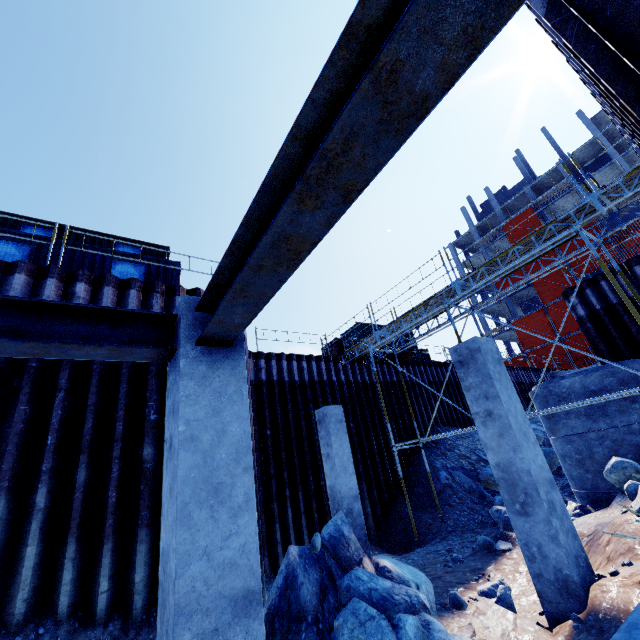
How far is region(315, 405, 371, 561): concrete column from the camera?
8.3m

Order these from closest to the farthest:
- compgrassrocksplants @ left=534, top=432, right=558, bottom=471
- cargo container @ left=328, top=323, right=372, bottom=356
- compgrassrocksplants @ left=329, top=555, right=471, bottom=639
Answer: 1. compgrassrocksplants @ left=329, top=555, right=471, bottom=639
2. compgrassrocksplants @ left=534, top=432, right=558, bottom=471
3. cargo container @ left=328, top=323, right=372, bottom=356

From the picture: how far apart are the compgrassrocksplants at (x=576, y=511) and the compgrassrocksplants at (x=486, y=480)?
3.68m

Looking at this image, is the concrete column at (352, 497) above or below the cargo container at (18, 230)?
below

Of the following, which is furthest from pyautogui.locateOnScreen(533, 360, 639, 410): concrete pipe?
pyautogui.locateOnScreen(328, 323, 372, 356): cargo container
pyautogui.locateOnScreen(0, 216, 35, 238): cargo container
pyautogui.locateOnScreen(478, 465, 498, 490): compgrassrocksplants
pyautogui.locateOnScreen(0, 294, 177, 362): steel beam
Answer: pyautogui.locateOnScreen(328, 323, 372, 356): cargo container

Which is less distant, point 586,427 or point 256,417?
point 586,427

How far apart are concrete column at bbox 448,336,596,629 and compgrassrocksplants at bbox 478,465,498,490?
8.6 meters

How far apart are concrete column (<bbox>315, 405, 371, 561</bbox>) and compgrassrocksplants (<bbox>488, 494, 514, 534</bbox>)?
3.77m
